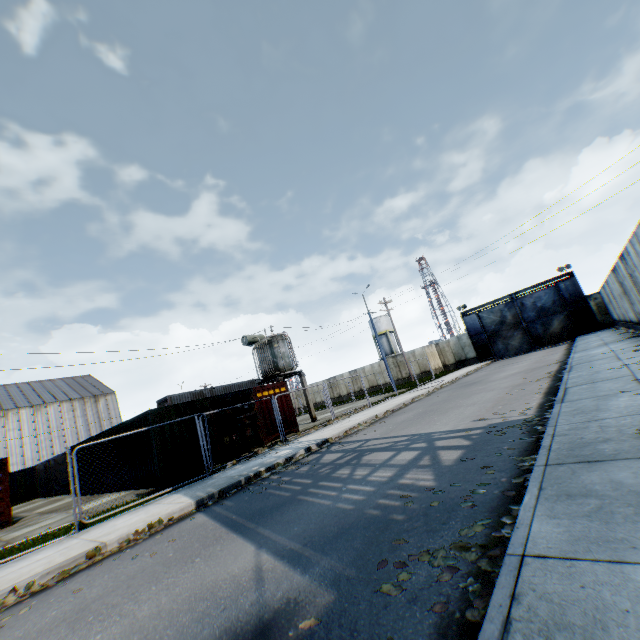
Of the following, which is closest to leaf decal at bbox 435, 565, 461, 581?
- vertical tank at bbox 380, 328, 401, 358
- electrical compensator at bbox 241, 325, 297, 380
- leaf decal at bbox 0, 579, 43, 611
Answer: leaf decal at bbox 0, 579, 43, 611

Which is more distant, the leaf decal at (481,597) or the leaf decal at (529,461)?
the leaf decal at (529,461)

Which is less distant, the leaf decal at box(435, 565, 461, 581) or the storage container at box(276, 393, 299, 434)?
the leaf decal at box(435, 565, 461, 581)

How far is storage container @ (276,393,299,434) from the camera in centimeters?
1795cm

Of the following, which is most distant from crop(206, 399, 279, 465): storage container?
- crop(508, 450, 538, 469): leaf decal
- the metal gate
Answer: the metal gate

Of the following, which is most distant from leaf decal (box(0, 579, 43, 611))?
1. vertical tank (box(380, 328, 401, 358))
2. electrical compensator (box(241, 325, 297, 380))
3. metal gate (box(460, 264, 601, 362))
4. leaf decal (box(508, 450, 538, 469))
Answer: vertical tank (box(380, 328, 401, 358))

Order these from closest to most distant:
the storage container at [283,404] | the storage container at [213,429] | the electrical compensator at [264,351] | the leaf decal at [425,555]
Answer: the leaf decal at [425,555], the storage container at [213,429], the storage container at [283,404], the electrical compensator at [264,351]

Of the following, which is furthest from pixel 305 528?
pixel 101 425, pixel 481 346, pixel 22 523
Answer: pixel 101 425
